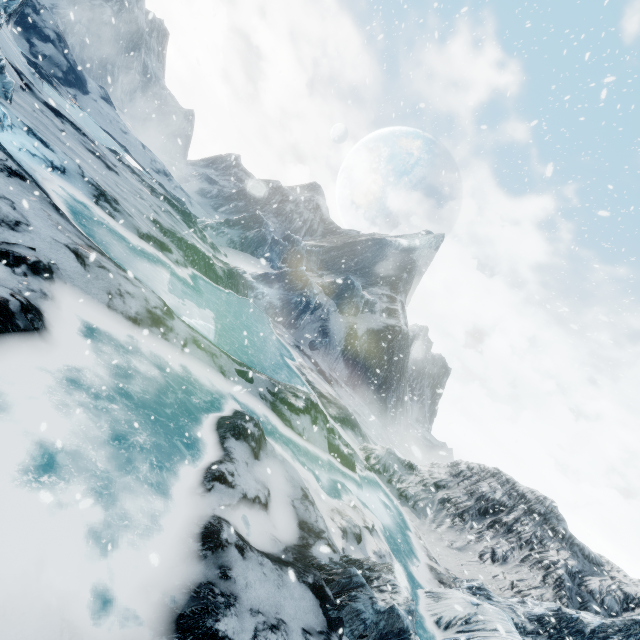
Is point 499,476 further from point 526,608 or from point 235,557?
point 235,557
